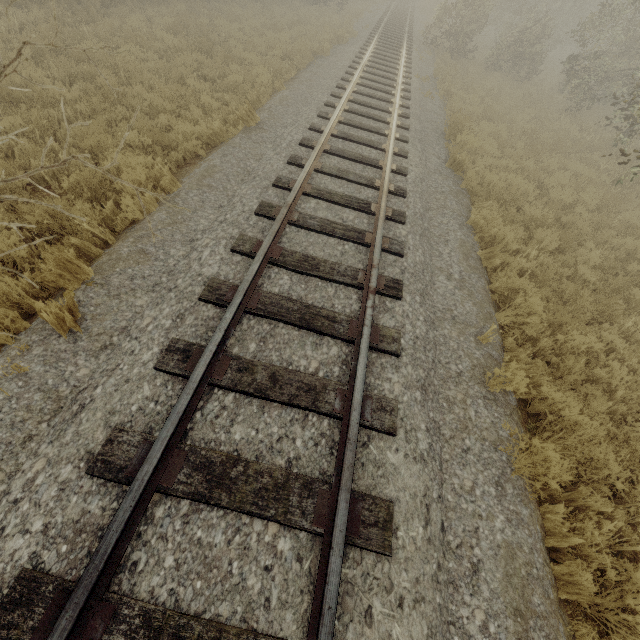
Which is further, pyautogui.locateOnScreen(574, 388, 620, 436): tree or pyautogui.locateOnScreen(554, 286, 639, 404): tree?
pyautogui.locateOnScreen(554, 286, 639, 404): tree

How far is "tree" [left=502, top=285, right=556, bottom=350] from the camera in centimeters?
503cm

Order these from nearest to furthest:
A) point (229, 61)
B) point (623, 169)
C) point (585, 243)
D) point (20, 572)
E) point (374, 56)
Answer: point (20, 572) < point (585, 243) < point (229, 61) < point (623, 169) < point (374, 56)

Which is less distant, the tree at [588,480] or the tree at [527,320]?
the tree at [588,480]
